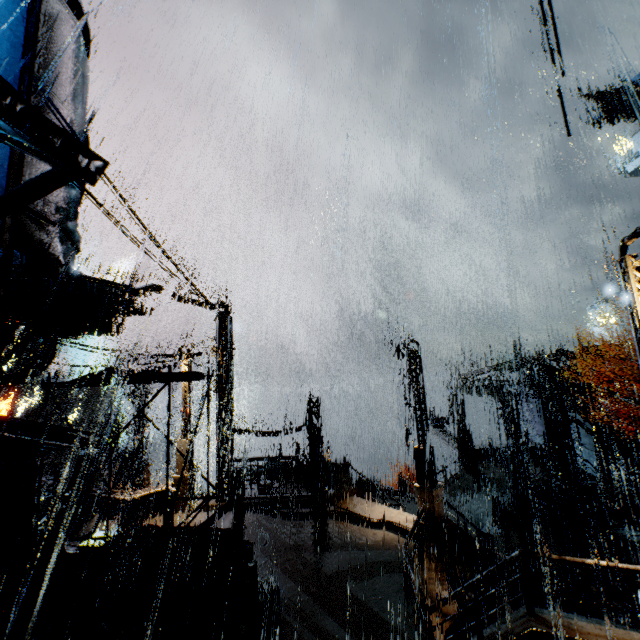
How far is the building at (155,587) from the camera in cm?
982

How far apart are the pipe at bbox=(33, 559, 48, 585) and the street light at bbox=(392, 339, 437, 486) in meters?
11.7

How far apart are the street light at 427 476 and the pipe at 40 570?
11.7 meters

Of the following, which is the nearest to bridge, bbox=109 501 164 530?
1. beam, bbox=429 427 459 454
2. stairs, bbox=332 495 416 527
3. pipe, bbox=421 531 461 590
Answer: pipe, bbox=421 531 461 590

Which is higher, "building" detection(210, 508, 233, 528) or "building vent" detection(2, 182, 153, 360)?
"building vent" detection(2, 182, 153, 360)

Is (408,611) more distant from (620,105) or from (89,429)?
(89,429)

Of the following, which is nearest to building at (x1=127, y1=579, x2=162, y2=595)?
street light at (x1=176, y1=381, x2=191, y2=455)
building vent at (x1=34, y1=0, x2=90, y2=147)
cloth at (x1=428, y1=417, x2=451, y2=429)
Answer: building vent at (x1=34, y1=0, x2=90, y2=147)

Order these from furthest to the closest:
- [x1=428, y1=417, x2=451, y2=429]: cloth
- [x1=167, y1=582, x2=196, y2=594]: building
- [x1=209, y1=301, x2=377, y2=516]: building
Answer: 1. [x1=428, y1=417, x2=451, y2=429]: cloth
2. [x1=209, y1=301, x2=377, y2=516]: building
3. [x1=167, y1=582, x2=196, y2=594]: building
